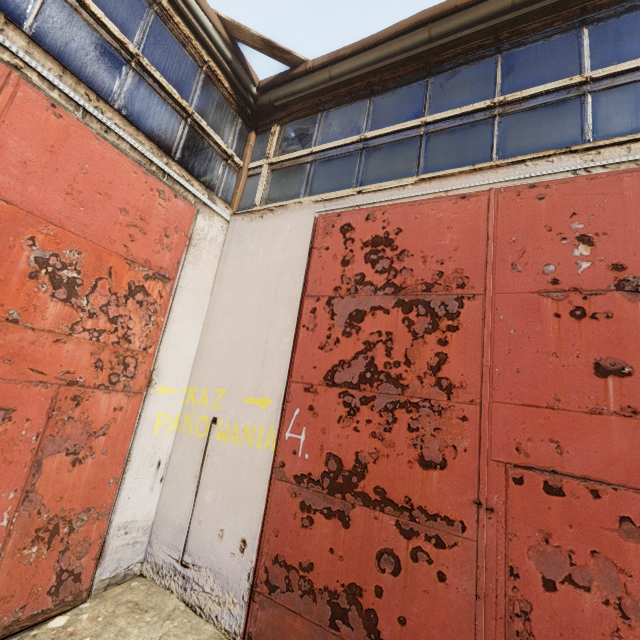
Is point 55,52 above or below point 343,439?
above

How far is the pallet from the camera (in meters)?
4.23

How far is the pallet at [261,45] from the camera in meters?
4.2
